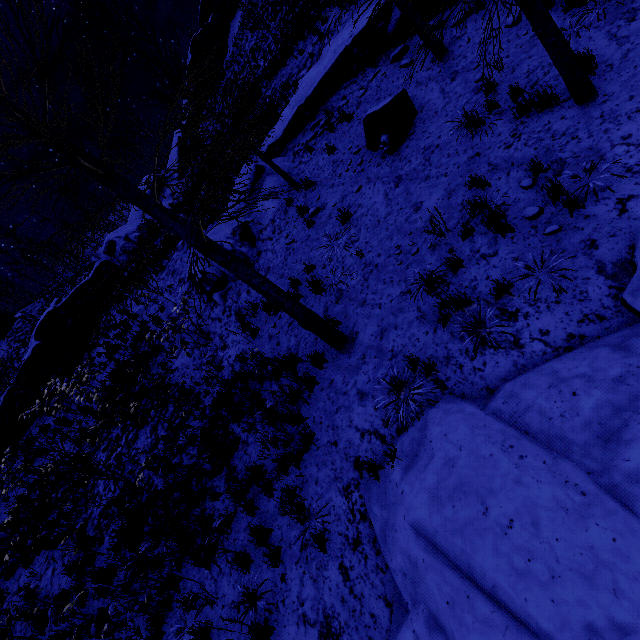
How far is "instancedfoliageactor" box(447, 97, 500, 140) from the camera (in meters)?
6.23

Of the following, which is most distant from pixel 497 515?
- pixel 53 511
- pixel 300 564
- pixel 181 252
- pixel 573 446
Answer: pixel 181 252

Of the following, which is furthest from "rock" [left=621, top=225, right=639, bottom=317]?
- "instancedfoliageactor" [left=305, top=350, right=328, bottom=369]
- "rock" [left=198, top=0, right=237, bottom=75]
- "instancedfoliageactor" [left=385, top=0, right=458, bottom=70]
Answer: "rock" [left=198, top=0, right=237, bottom=75]

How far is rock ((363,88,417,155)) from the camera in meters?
7.8 m

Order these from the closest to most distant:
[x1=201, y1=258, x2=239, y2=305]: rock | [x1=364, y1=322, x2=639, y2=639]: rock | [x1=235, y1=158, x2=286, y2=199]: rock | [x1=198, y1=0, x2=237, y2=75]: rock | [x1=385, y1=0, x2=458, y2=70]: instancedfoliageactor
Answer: [x1=364, y1=322, x2=639, y2=639]: rock, [x1=385, y1=0, x2=458, y2=70]: instancedfoliageactor, [x1=201, y1=258, x2=239, y2=305]: rock, [x1=235, y1=158, x2=286, y2=199]: rock, [x1=198, y1=0, x2=237, y2=75]: rock

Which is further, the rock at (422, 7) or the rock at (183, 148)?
the rock at (183, 148)

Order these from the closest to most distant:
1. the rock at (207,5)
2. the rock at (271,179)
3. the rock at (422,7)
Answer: the rock at (422,7)
the rock at (271,179)
the rock at (207,5)

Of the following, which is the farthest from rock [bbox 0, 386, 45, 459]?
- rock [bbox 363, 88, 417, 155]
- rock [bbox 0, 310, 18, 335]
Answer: rock [bbox 363, 88, 417, 155]
